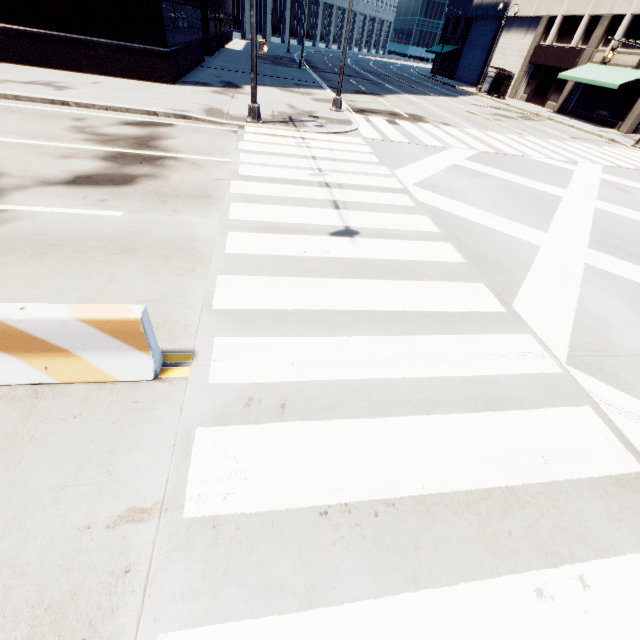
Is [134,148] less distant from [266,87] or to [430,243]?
[430,243]

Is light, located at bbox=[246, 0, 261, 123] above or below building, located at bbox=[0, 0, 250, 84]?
below

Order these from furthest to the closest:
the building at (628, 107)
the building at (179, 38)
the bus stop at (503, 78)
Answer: the bus stop at (503, 78), the building at (628, 107), the building at (179, 38)

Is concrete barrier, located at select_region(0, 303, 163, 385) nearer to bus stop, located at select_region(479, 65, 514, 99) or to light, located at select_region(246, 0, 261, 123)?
light, located at select_region(246, 0, 261, 123)

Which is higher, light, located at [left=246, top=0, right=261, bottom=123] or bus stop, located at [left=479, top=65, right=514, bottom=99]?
bus stop, located at [left=479, top=65, right=514, bottom=99]

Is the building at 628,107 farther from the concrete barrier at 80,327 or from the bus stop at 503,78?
the concrete barrier at 80,327

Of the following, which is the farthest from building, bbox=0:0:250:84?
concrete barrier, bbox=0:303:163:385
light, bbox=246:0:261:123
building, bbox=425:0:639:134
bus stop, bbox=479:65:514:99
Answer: building, bbox=425:0:639:134

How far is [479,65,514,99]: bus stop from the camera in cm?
3306
